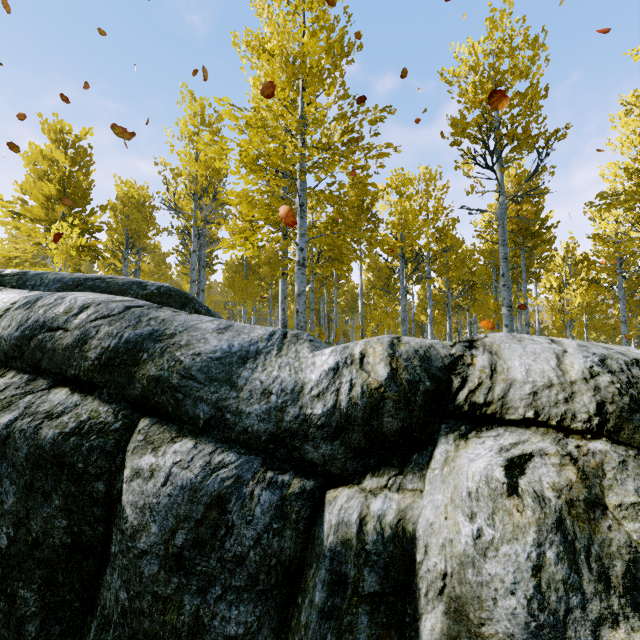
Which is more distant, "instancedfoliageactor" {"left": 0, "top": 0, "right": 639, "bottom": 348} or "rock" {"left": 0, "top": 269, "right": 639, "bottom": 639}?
"instancedfoliageactor" {"left": 0, "top": 0, "right": 639, "bottom": 348}

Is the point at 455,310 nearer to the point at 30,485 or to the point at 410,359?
the point at 410,359

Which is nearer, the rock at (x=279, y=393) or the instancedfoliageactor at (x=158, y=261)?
the rock at (x=279, y=393)

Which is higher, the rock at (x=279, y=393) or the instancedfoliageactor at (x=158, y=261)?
the instancedfoliageactor at (x=158, y=261)

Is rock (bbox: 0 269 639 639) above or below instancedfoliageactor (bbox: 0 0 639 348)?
below
